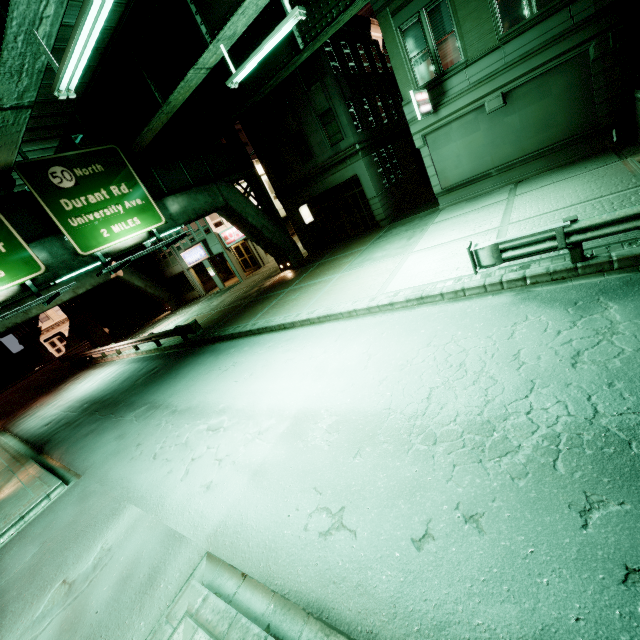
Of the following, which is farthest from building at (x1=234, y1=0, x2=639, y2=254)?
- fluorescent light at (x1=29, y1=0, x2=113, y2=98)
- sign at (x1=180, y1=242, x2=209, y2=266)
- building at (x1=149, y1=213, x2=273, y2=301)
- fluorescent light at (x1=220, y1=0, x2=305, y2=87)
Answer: sign at (x1=180, y1=242, x2=209, y2=266)

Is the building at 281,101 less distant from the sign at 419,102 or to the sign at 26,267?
the sign at 419,102

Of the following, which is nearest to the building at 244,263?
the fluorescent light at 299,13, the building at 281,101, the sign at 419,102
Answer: the building at 281,101

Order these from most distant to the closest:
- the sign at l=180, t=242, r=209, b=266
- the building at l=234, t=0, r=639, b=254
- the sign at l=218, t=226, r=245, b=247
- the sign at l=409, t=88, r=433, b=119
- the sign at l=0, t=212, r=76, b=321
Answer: the sign at l=180, t=242, r=209, b=266 < the sign at l=218, t=226, r=245, b=247 < the sign at l=409, t=88, r=433, b=119 < the building at l=234, t=0, r=639, b=254 < the sign at l=0, t=212, r=76, b=321

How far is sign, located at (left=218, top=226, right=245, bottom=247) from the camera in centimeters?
2732cm

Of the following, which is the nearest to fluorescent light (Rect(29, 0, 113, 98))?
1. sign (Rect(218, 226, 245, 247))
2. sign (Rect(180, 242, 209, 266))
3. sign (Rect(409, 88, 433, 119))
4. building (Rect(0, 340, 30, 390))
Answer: sign (Rect(409, 88, 433, 119))

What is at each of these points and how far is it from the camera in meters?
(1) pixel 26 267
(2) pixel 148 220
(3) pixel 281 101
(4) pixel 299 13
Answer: (1) sign, 11.3
(2) sign, 14.8
(3) building, 19.2
(4) fluorescent light, 8.8

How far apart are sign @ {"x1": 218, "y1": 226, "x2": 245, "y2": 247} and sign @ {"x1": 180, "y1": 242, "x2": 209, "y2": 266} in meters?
1.7 m
